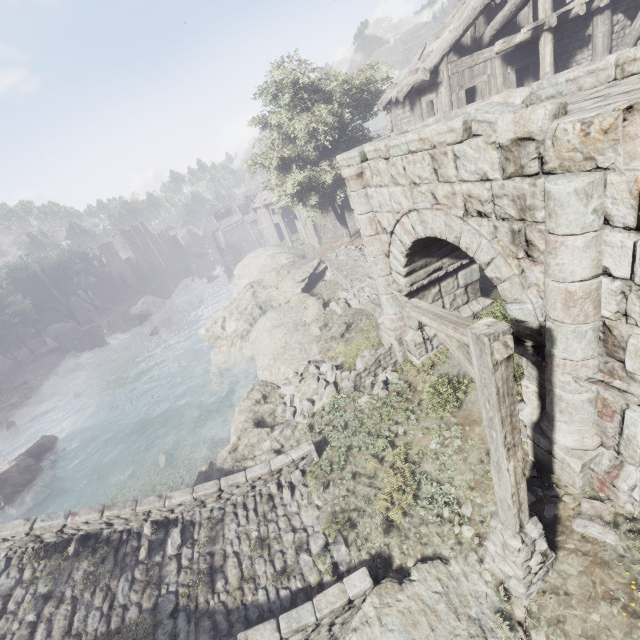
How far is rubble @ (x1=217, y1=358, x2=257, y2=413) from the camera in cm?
1863

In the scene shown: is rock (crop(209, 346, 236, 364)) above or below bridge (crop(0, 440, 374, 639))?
below

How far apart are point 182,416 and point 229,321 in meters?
6.4 m

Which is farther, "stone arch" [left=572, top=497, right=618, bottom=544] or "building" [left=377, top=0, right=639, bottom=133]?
"building" [left=377, top=0, right=639, bottom=133]

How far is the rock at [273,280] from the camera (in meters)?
24.88

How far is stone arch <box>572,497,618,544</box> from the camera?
4.9 meters

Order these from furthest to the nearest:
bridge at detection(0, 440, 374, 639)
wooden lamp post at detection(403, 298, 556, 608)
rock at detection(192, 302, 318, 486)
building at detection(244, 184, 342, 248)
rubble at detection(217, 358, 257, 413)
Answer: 1. building at detection(244, 184, 342, 248)
2. rubble at detection(217, 358, 257, 413)
3. rock at detection(192, 302, 318, 486)
4. bridge at detection(0, 440, 374, 639)
5. wooden lamp post at detection(403, 298, 556, 608)
